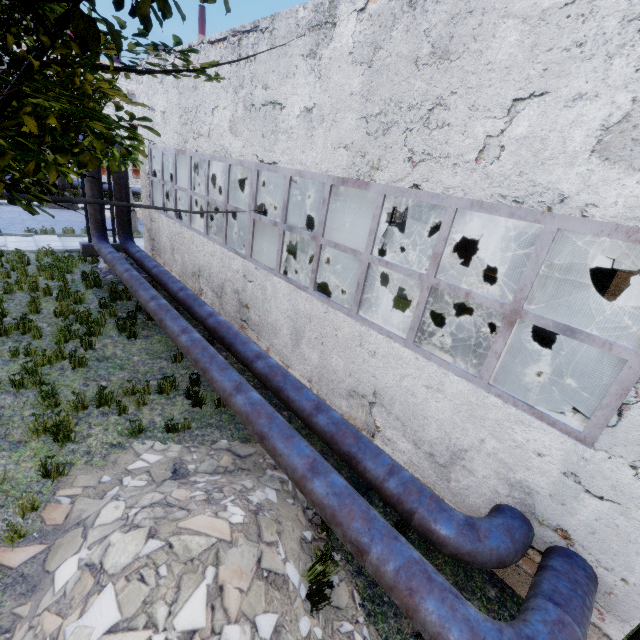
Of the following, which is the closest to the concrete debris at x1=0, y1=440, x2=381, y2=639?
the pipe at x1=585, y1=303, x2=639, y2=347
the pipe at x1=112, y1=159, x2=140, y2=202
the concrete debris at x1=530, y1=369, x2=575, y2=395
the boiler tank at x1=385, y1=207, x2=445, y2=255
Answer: the pipe at x1=112, y1=159, x2=140, y2=202

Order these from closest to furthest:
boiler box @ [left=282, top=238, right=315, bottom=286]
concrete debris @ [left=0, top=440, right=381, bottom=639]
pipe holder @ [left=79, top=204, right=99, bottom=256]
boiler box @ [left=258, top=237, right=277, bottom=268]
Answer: concrete debris @ [left=0, top=440, right=381, bottom=639] → boiler box @ [left=282, top=238, right=315, bottom=286] → boiler box @ [left=258, top=237, right=277, bottom=268] → pipe holder @ [left=79, top=204, right=99, bottom=256]

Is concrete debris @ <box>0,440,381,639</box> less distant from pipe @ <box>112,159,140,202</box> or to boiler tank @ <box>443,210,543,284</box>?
pipe @ <box>112,159,140,202</box>

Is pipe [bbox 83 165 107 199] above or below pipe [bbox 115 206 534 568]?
above

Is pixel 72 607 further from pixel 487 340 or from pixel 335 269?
pixel 487 340

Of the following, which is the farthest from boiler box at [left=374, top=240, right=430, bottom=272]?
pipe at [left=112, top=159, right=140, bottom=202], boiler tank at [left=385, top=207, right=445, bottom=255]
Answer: pipe at [left=112, top=159, right=140, bottom=202]

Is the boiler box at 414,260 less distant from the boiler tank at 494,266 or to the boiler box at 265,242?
the boiler box at 265,242

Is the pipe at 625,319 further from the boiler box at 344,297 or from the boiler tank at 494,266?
the boiler box at 344,297
